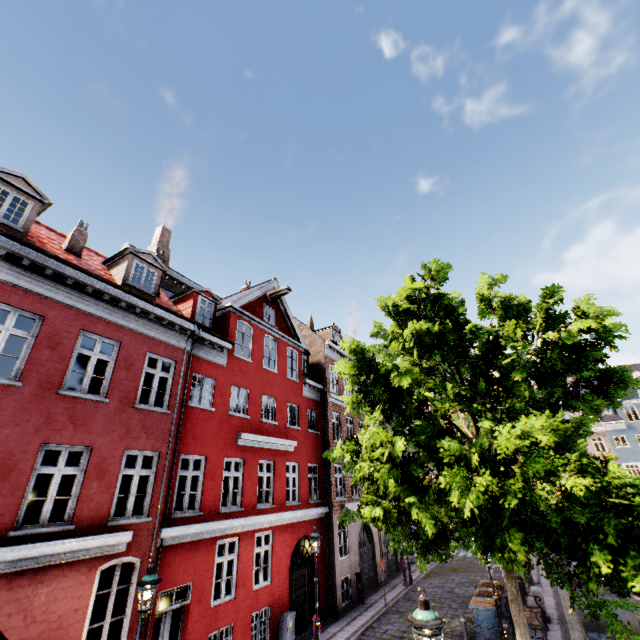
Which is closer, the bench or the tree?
the tree

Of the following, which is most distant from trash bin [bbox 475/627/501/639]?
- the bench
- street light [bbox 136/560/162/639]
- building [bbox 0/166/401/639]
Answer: building [bbox 0/166/401/639]

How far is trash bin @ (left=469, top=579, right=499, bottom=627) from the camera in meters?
11.6

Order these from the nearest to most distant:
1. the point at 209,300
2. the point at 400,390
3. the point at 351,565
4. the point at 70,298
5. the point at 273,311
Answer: the point at 400,390 < the point at 70,298 < the point at 209,300 < the point at 351,565 < the point at 273,311

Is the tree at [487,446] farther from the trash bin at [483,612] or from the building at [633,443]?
the trash bin at [483,612]

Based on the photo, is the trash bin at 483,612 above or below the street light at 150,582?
below

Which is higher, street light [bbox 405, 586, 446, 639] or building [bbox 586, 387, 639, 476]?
building [bbox 586, 387, 639, 476]

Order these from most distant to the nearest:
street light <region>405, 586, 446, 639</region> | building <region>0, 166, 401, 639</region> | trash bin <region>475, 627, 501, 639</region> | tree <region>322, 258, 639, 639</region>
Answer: trash bin <region>475, 627, 501, 639</region>
building <region>0, 166, 401, 639</region>
tree <region>322, 258, 639, 639</region>
street light <region>405, 586, 446, 639</region>
